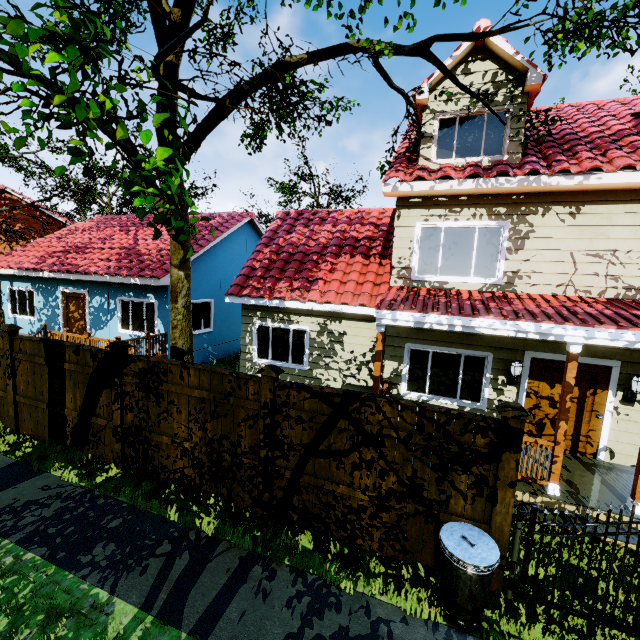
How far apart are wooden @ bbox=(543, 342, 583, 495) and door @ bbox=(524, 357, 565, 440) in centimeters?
168cm

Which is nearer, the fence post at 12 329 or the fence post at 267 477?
the fence post at 267 477

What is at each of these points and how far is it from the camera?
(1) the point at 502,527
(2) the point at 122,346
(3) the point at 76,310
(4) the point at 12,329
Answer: (1) fence post, 4.05m
(2) fence post, 6.10m
(3) door, 13.41m
(4) fence post, 7.22m

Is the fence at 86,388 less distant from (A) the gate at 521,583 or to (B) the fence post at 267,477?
(B) the fence post at 267,477

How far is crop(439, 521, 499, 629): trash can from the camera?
3.66m

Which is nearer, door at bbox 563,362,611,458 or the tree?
the tree

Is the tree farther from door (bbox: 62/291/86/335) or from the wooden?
door (bbox: 62/291/86/335)

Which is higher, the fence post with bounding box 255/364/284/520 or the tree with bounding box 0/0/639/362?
the tree with bounding box 0/0/639/362
